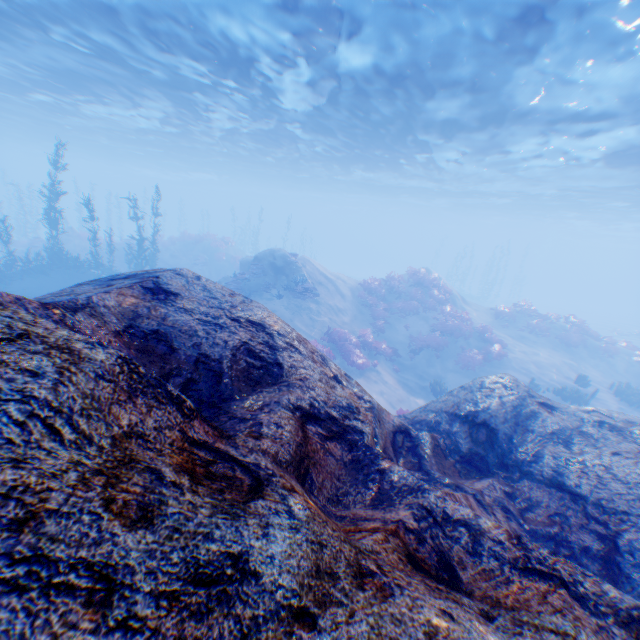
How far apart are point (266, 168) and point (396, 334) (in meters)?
29.17

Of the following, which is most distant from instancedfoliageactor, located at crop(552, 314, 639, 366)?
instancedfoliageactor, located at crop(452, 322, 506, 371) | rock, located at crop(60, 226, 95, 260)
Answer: rock, located at crop(60, 226, 95, 260)

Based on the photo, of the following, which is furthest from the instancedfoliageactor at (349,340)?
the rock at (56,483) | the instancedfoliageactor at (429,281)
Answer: the rock at (56,483)

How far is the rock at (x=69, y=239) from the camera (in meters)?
26.62

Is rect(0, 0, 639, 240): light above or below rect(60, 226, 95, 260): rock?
above

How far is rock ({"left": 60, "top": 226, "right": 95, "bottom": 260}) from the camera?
26.62m

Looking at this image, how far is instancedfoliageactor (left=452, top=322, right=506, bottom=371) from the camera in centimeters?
1747cm

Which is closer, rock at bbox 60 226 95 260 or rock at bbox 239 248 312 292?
rock at bbox 239 248 312 292
